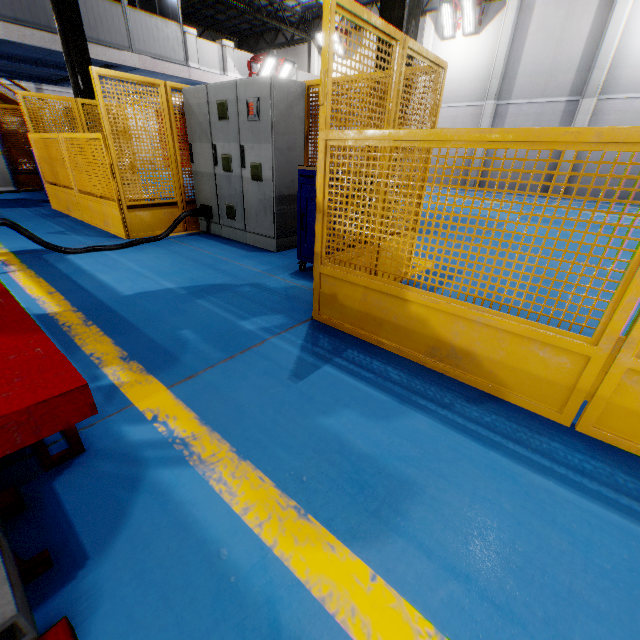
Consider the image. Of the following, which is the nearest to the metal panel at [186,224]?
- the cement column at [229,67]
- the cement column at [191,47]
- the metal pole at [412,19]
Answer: the metal pole at [412,19]

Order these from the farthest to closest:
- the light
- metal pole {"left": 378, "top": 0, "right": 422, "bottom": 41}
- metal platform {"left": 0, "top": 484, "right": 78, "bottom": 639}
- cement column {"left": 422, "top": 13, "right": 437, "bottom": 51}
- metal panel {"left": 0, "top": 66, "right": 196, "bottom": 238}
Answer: cement column {"left": 422, "top": 13, "right": 437, "bottom": 51}
the light
metal panel {"left": 0, "top": 66, "right": 196, "bottom": 238}
metal pole {"left": 378, "top": 0, "right": 422, "bottom": 41}
metal platform {"left": 0, "top": 484, "right": 78, "bottom": 639}

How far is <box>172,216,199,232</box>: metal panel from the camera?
5.8 meters

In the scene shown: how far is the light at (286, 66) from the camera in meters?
13.7

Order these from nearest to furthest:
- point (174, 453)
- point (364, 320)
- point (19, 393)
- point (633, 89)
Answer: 1. point (19, 393)
2. point (174, 453)
3. point (364, 320)
4. point (633, 89)

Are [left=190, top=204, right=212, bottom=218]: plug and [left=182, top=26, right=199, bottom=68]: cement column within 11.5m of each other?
yes

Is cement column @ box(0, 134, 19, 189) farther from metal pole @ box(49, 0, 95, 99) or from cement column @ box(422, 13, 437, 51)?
cement column @ box(422, 13, 437, 51)

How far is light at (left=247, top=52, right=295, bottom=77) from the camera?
13.70m
